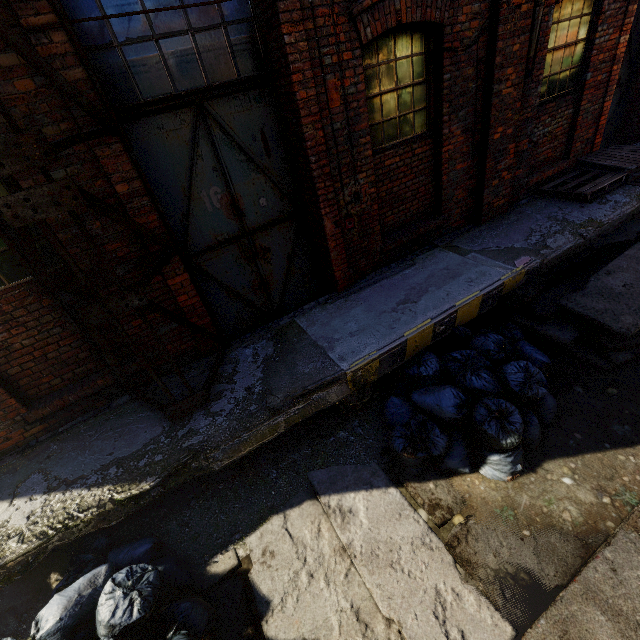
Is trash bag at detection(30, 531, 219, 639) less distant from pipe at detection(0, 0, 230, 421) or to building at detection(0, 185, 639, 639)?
building at detection(0, 185, 639, 639)

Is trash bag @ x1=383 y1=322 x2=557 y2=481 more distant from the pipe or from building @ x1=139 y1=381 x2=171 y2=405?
the pipe

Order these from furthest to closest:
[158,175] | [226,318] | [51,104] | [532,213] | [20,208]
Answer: [532,213], [226,318], [158,175], [51,104], [20,208]

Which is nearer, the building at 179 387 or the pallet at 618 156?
the building at 179 387

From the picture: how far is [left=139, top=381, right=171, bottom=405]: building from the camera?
3.8m

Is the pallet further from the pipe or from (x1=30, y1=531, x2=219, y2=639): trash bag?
(x1=30, y1=531, x2=219, y2=639): trash bag

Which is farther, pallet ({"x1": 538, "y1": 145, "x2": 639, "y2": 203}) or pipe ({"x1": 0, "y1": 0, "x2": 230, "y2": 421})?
pallet ({"x1": 538, "y1": 145, "x2": 639, "y2": 203})
